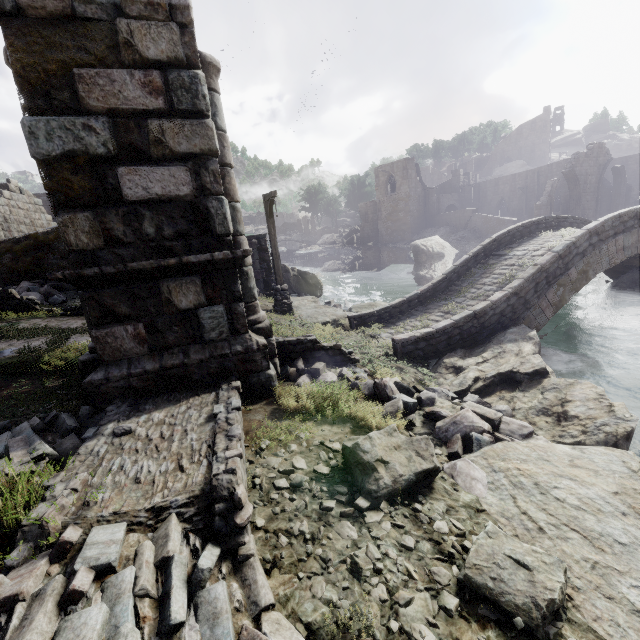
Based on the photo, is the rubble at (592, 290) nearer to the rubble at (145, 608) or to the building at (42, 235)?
the building at (42, 235)

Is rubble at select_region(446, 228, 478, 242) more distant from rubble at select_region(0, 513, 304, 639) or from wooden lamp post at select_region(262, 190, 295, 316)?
rubble at select_region(0, 513, 304, 639)

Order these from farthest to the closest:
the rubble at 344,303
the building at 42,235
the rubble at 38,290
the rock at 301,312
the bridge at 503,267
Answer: the rubble at 344,303 < the building at 42,235 < the rock at 301,312 < the rubble at 38,290 < the bridge at 503,267

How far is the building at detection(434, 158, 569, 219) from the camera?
37.94m

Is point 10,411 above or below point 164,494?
above

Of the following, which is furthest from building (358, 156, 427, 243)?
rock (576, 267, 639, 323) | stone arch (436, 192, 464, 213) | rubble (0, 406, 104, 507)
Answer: rock (576, 267, 639, 323)

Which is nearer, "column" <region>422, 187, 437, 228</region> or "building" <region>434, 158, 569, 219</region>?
"building" <region>434, 158, 569, 219</region>

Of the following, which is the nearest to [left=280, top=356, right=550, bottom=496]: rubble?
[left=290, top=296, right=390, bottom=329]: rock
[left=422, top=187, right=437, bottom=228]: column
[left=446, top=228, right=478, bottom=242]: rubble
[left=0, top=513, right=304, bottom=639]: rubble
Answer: [left=290, top=296, right=390, bottom=329]: rock
